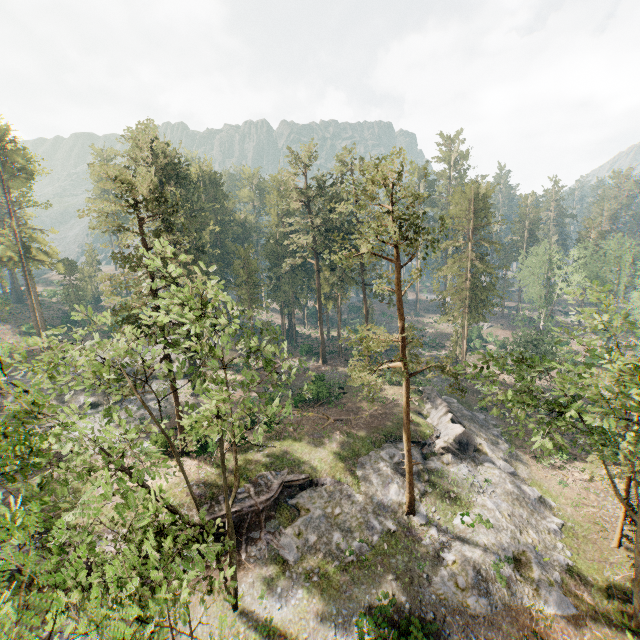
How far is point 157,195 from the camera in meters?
26.7 m

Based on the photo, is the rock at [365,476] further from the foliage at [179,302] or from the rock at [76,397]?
the rock at [76,397]

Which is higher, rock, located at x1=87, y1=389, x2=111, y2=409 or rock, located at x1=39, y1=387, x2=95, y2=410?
rock, located at x1=39, y1=387, x2=95, y2=410

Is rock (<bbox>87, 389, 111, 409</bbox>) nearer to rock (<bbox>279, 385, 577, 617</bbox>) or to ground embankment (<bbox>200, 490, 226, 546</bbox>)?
ground embankment (<bbox>200, 490, 226, 546</bbox>)

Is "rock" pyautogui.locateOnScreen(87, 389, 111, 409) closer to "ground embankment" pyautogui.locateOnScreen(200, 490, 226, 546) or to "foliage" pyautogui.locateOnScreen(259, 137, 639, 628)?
"foliage" pyautogui.locateOnScreen(259, 137, 639, 628)

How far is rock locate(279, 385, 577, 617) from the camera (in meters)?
19.88

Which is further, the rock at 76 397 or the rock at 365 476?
the rock at 76 397

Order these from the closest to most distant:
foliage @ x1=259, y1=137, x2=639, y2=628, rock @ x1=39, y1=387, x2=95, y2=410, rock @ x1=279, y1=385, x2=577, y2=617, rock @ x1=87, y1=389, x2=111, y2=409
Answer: foliage @ x1=259, y1=137, x2=639, y2=628 → rock @ x1=279, y1=385, x2=577, y2=617 → rock @ x1=39, y1=387, x2=95, y2=410 → rock @ x1=87, y1=389, x2=111, y2=409
